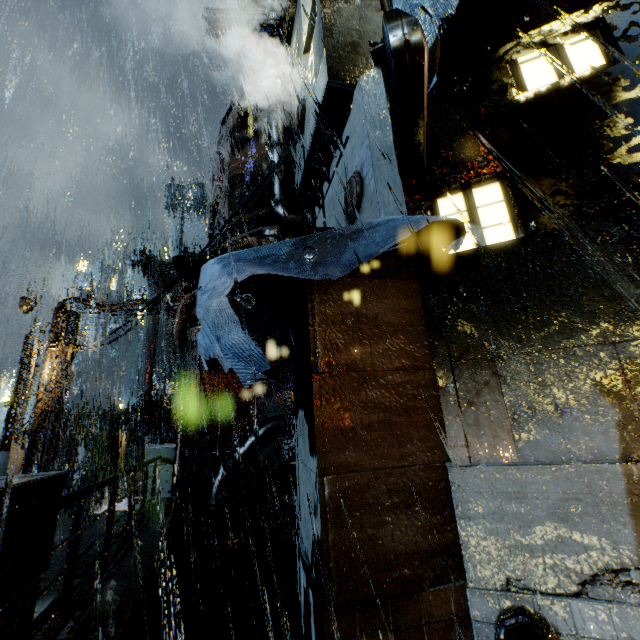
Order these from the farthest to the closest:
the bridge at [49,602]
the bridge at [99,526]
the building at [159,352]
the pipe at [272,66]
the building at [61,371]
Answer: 1. the building at [159,352]
2. the pipe at [272,66]
3. the building at [61,371]
4. the bridge at [99,526]
5. the bridge at [49,602]

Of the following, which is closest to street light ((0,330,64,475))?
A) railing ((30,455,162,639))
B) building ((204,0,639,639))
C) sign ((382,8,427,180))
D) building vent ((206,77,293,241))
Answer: building ((204,0,639,639))

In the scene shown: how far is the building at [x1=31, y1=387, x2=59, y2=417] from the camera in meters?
14.2 m

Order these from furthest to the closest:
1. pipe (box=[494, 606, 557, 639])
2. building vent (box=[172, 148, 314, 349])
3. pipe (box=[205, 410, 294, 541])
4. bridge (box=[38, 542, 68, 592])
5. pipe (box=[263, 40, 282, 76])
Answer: pipe (box=[263, 40, 282, 76]), pipe (box=[205, 410, 294, 541]), building vent (box=[172, 148, 314, 349]), bridge (box=[38, 542, 68, 592]), pipe (box=[494, 606, 557, 639])

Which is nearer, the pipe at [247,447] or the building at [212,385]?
the pipe at [247,447]

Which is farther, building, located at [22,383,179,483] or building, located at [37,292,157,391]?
building, located at [37,292,157,391]

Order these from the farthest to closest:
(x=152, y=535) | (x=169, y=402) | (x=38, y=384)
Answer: (x=169, y=402)
(x=38, y=384)
(x=152, y=535)

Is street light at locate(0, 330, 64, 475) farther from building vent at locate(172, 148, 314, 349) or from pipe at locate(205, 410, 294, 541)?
pipe at locate(205, 410, 294, 541)
